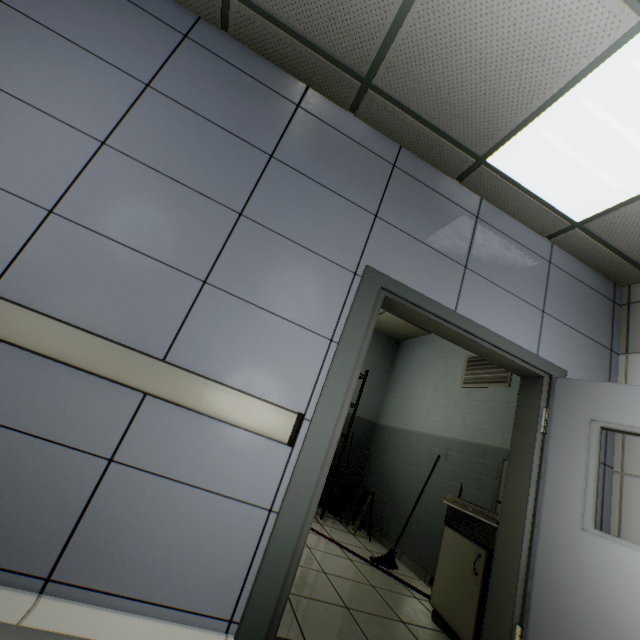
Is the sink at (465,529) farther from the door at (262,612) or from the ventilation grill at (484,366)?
the ventilation grill at (484,366)

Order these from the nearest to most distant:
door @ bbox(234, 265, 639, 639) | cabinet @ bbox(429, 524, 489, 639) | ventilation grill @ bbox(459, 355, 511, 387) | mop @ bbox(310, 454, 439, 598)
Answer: door @ bbox(234, 265, 639, 639)
cabinet @ bbox(429, 524, 489, 639)
mop @ bbox(310, 454, 439, 598)
ventilation grill @ bbox(459, 355, 511, 387)

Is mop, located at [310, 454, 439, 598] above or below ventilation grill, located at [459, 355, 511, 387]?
below

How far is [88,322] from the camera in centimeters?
158cm

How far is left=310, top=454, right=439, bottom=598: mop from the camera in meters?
3.3 m

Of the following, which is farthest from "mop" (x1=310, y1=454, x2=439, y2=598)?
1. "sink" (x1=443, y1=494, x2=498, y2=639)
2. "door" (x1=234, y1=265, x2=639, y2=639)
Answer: "door" (x1=234, y1=265, x2=639, y2=639)

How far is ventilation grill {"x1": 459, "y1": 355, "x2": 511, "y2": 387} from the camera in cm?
379

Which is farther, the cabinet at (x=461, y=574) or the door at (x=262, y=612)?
the cabinet at (x=461, y=574)
